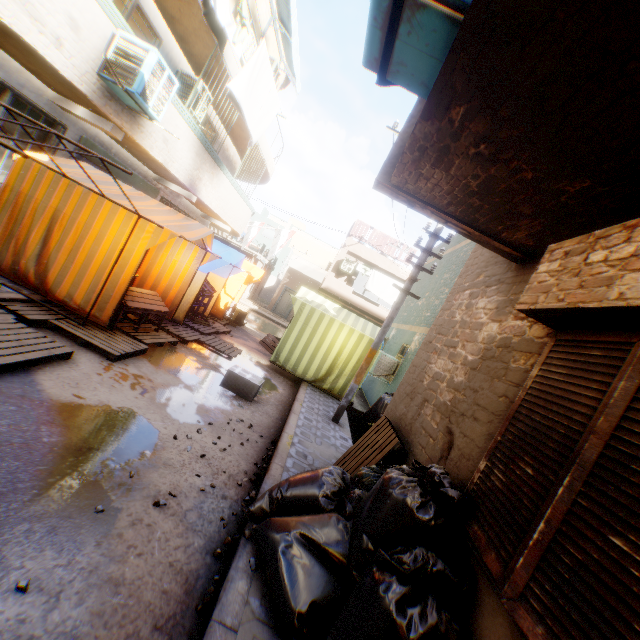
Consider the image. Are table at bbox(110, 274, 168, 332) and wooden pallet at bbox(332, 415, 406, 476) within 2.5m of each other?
no

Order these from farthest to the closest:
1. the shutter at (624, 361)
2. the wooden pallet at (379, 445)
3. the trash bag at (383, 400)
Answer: the trash bag at (383, 400) < the wooden pallet at (379, 445) < the shutter at (624, 361)

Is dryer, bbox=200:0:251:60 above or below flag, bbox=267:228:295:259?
above

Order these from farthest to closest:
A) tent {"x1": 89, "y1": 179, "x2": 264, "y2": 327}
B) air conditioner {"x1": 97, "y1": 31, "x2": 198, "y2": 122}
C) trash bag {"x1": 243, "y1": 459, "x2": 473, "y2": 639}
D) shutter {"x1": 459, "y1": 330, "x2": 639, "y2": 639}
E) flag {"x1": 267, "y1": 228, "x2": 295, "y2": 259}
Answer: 1. flag {"x1": 267, "y1": 228, "x2": 295, "y2": 259}
2. tent {"x1": 89, "y1": 179, "x2": 264, "y2": 327}
3. air conditioner {"x1": 97, "y1": 31, "x2": 198, "y2": 122}
4. trash bag {"x1": 243, "y1": 459, "x2": 473, "y2": 639}
5. shutter {"x1": 459, "y1": 330, "x2": 639, "y2": 639}

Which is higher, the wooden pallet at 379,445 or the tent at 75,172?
the tent at 75,172

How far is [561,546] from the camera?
1.47m

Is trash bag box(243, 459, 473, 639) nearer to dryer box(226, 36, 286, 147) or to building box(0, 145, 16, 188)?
building box(0, 145, 16, 188)

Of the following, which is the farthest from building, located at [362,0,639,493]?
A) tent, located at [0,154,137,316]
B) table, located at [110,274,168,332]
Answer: table, located at [110,274,168,332]
